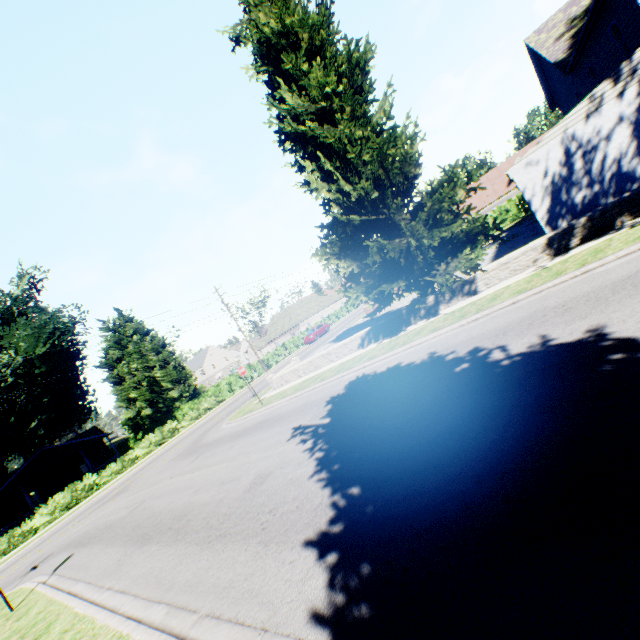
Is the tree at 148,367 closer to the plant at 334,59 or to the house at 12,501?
the plant at 334,59

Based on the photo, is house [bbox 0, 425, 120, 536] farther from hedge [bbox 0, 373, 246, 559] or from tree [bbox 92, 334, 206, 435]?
hedge [bbox 0, 373, 246, 559]

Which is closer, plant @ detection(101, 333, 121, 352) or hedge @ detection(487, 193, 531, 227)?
hedge @ detection(487, 193, 531, 227)

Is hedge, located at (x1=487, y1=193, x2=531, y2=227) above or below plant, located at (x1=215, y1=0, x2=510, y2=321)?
below

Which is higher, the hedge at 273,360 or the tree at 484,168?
the tree at 484,168

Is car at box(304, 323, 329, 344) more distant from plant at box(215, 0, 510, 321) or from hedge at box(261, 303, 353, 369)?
plant at box(215, 0, 510, 321)

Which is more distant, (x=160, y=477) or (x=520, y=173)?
(x=160, y=477)
